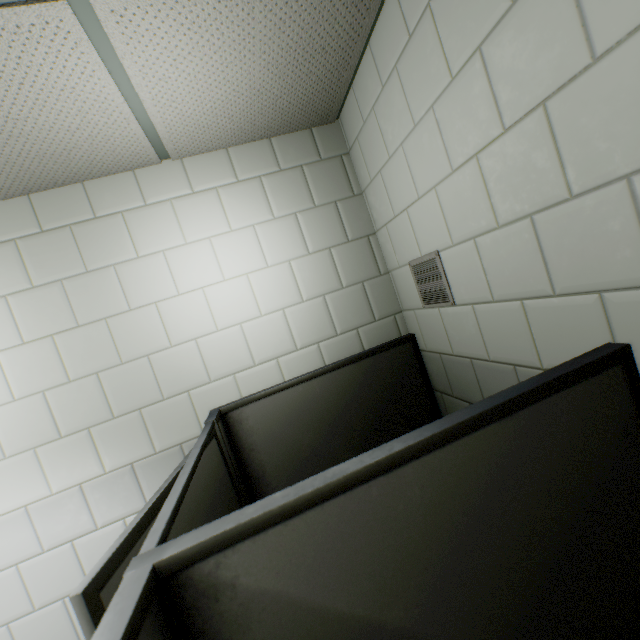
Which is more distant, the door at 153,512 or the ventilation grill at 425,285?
the ventilation grill at 425,285

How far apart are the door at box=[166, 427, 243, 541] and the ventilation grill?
1.2m

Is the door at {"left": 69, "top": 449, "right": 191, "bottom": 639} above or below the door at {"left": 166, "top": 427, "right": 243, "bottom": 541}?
above

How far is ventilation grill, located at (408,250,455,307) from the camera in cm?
142

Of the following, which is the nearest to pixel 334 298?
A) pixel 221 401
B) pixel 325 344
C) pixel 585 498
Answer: pixel 325 344

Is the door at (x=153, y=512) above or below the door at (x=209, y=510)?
above

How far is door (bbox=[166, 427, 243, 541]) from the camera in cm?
101

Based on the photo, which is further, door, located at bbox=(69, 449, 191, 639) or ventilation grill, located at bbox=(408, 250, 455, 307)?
ventilation grill, located at bbox=(408, 250, 455, 307)
